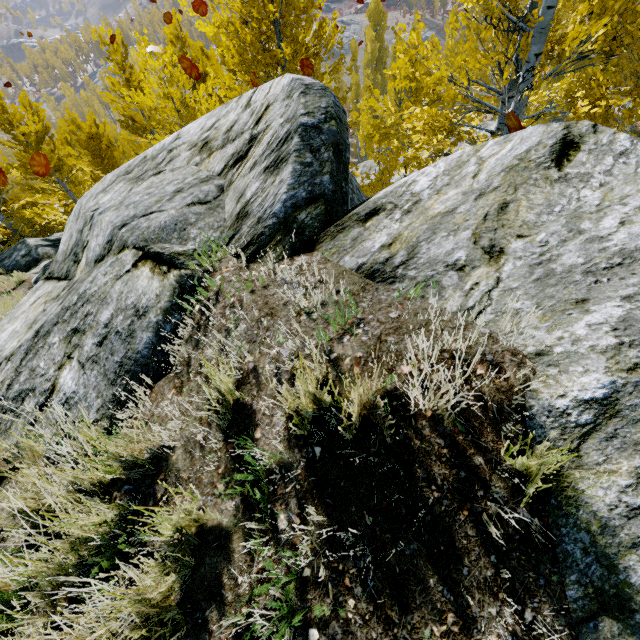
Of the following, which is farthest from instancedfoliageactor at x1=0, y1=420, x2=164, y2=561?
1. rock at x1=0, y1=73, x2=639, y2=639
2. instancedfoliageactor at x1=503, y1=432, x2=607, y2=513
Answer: instancedfoliageactor at x1=503, y1=432, x2=607, y2=513

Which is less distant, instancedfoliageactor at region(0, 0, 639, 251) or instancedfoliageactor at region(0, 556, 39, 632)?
instancedfoliageactor at region(0, 556, 39, 632)

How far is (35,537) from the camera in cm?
149

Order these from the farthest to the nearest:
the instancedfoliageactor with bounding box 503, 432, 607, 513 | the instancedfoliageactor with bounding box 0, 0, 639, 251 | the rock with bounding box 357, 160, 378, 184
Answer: the rock with bounding box 357, 160, 378, 184 → the instancedfoliageactor with bounding box 0, 0, 639, 251 → the instancedfoliageactor with bounding box 503, 432, 607, 513

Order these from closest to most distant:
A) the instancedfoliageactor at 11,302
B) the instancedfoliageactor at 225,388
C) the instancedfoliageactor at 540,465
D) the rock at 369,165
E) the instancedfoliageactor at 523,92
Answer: the instancedfoliageactor at 540,465, the instancedfoliageactor at 225,388, the instancedfoliageactor at 523,92, the instancedfoliageactor at 11,302, the rock at 369,165

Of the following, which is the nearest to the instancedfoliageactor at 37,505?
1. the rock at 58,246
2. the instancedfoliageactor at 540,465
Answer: the rock at 58,246

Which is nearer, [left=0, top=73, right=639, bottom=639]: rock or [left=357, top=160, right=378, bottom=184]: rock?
[left=0, top=73, right=639, bottom=639]: rock
